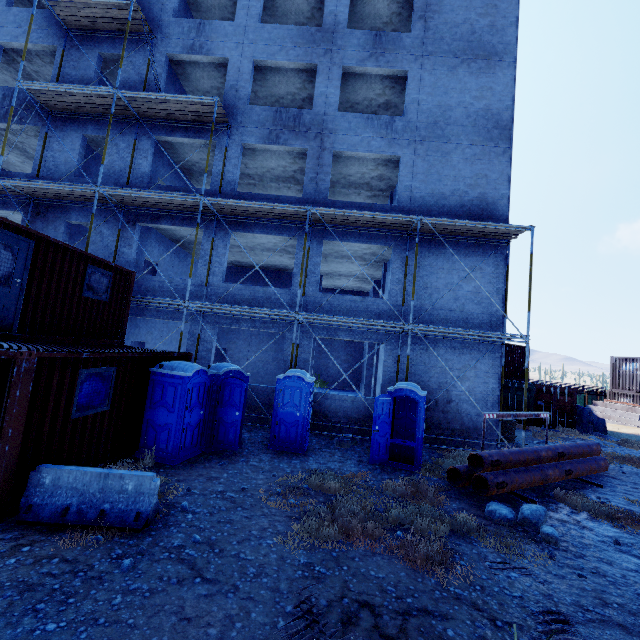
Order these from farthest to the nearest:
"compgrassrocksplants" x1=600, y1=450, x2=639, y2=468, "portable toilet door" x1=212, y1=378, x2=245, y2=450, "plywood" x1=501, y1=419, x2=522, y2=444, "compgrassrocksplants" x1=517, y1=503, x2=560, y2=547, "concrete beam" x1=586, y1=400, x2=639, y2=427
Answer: "concrete beam" x1=586, y1=400, x2=639, y2=427 → "plywood" x1=501, y1=419, x2=522, y2=444 → "compgrassrocksplants" x1=600, y1=450, x2=639, y2=468 → "portable toilet door" x1=212, y1=378, x2=245, y2=450 → "compgrassrocksplants" x1=517, y1=503, x2=560, y2=547

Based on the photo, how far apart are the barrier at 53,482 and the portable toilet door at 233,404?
3.33m

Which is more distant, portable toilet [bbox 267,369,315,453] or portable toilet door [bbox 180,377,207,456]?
portable toilet [bbox 267,369,315,453]

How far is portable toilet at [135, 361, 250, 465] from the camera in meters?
7.9

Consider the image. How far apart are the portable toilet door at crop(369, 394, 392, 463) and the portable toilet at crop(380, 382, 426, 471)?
0.01m

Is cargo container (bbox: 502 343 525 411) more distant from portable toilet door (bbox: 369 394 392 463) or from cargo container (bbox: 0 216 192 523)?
cargo container (bbox: 0 216 192 523)

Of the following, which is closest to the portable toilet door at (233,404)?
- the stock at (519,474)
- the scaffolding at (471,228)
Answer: the scaffolding at (471,228)

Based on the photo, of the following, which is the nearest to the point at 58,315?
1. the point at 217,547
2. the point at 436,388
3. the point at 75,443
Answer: the point at 75,443
